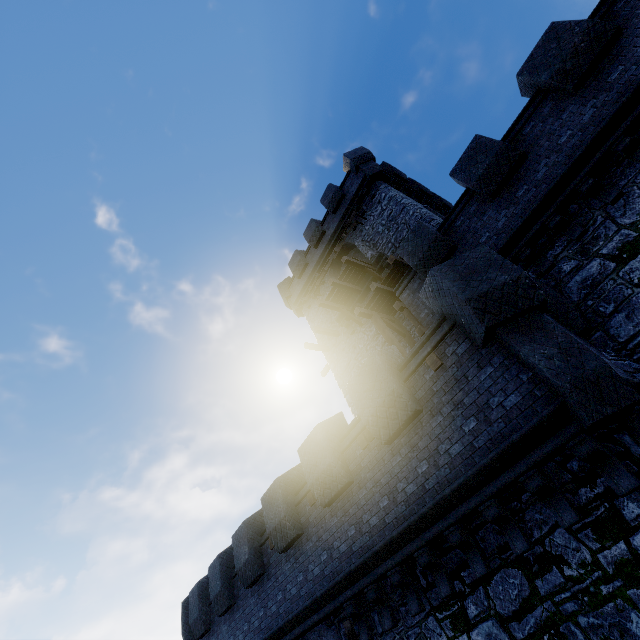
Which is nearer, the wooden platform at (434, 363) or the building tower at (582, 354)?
the building tower at (582, 354)

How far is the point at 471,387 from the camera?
6.36m

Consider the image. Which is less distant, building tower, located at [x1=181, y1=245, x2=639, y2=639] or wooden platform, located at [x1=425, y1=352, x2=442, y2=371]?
building tower, located at [x1=181, y1=245, x2=639, y2=639]

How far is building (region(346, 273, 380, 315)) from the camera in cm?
1672

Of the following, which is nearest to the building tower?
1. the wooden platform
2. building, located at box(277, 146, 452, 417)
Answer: the wooden platform

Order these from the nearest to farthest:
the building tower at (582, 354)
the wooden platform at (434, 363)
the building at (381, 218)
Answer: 1. the building tower at (582, 354)
2. the wooden platform at (434, 363)
3. the building at (381, 218)
